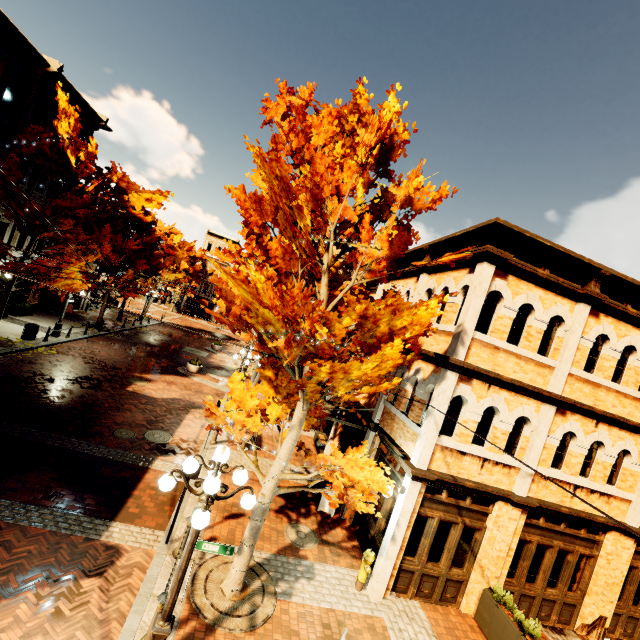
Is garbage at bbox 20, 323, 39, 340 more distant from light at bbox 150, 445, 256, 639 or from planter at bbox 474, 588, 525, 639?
planter at bbox 474, 588, 525, 639

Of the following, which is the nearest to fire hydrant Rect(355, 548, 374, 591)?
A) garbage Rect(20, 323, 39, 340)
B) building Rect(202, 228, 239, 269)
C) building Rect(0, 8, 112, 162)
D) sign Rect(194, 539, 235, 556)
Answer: building Rect(0, 8, 112, 162)

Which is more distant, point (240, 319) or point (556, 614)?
point (556, 614)

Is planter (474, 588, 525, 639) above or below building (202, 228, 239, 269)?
below

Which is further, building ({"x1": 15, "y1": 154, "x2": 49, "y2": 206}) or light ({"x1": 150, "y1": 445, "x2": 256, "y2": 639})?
building ({"x1": 15, "y1": 154, "x2": 49, "y2": 206})

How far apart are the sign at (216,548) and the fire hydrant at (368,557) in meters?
Answer: 4.4

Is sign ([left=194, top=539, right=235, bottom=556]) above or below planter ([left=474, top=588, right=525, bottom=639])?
above

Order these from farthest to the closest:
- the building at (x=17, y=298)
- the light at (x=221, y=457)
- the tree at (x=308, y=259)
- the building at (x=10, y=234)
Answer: the building at (x=17, y=298) < the building at (x=10, y=234) < the tree at (x=308, y=259) < the light at (x=221, y=457)
